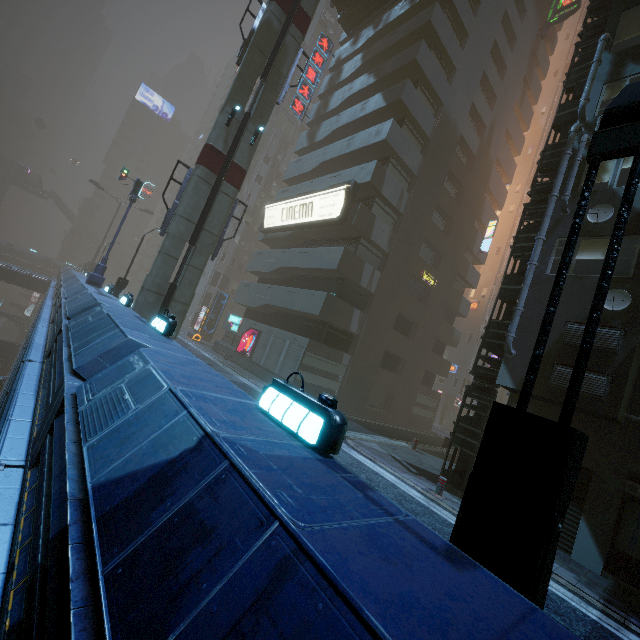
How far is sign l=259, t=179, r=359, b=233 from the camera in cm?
2020

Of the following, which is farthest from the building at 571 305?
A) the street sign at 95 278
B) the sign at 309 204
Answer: the street sign at 95 278

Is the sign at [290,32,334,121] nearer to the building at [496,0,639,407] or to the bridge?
the building at [496,0,639,407]

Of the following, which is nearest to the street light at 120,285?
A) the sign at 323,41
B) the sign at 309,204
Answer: the sign at 309,204

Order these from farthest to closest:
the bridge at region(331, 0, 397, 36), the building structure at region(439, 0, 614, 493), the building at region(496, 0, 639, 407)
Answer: the bridge at region(331, 0, 397, 36) → the building structure at region(439, 0, 614, 493) → the building at region(496, 0, 639, 407)

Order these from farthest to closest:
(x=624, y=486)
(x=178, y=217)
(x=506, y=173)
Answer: (x=506, y=173), (x=178, y=217), (x=624, y=486)

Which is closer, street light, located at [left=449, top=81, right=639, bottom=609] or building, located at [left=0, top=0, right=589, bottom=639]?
building, located at [left=0, top=0, right=589, bottom=639]

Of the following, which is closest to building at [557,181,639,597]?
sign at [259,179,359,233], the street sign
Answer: sign at [259,179,359,233]
